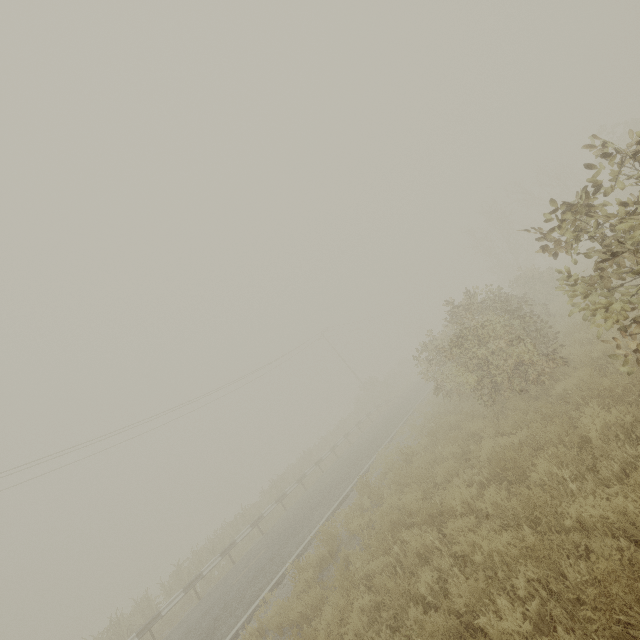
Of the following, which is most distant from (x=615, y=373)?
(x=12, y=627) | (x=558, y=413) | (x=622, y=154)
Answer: (x=12, y=627)
